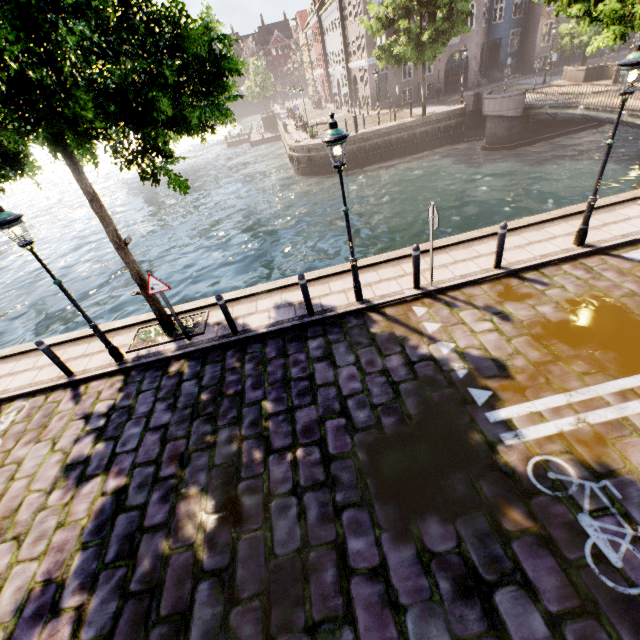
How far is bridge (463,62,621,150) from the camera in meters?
16.8

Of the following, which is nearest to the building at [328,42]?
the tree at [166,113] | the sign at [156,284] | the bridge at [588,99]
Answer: the tree at [166,113]

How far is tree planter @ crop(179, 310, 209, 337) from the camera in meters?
8.0 m

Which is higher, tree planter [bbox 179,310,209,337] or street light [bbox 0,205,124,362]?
street light [bbox 0,205,124,362]

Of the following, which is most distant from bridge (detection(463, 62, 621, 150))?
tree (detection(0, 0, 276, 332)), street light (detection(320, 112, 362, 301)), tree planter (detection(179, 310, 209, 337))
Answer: tree planter (detection(179, 310, 209, 337))

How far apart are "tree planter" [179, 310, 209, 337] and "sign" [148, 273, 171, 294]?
1.4m

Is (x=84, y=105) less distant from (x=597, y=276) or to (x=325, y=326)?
(x=325, y=326)

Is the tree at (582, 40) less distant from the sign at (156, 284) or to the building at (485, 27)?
the sign at (156, 284)
